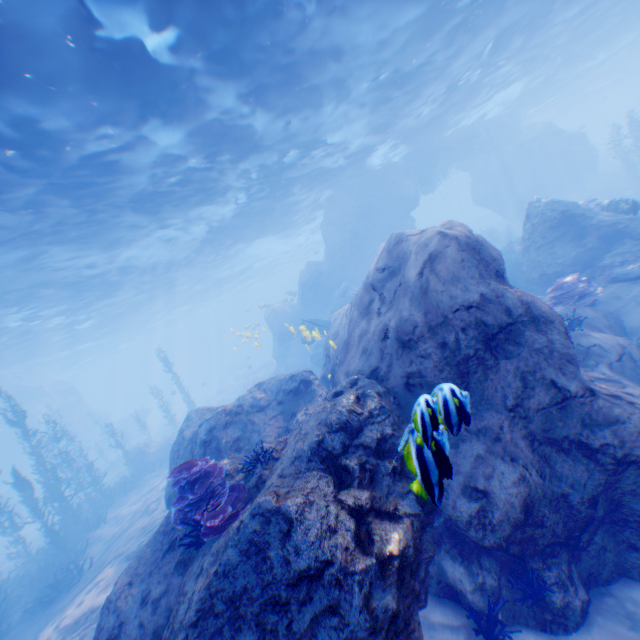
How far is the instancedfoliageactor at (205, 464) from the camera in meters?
4.4

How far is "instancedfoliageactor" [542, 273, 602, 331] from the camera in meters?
7.8 m

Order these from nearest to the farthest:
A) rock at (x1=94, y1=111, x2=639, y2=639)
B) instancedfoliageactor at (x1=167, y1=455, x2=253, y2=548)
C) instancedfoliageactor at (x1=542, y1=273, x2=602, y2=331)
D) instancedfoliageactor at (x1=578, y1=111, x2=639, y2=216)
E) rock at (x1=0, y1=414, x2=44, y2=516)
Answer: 1. rock at (x1=94, y1=111, x2=639, y2=639)
2. instancedfoliageactor at (x1=167, y1=455, x2=253, y2=548)
3. instancedfoliageactor at (x1=542, y1=273, x2=602, y2=331)
4. instancedfoliageactor at (x1=578, y1=111, x2=639, y2=216)
5. rock at (x1=0, y1=414, x2=44, y2=516)

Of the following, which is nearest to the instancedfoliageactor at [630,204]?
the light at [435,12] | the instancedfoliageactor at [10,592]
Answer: the light at [435,12]

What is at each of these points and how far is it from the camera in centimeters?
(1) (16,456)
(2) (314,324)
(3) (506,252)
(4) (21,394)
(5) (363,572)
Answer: (1) rock, 3134cm
(2) plane, 2055cm
(3) instancedfoliageactor, 2053cm
(4) rock, 3178cm
(5) rock, 260cm

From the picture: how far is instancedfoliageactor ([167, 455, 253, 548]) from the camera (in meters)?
4.39

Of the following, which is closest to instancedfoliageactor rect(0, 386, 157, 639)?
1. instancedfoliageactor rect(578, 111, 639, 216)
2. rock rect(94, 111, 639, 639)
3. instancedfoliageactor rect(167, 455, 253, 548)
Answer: rock rect(94, 111, 639, 639)
